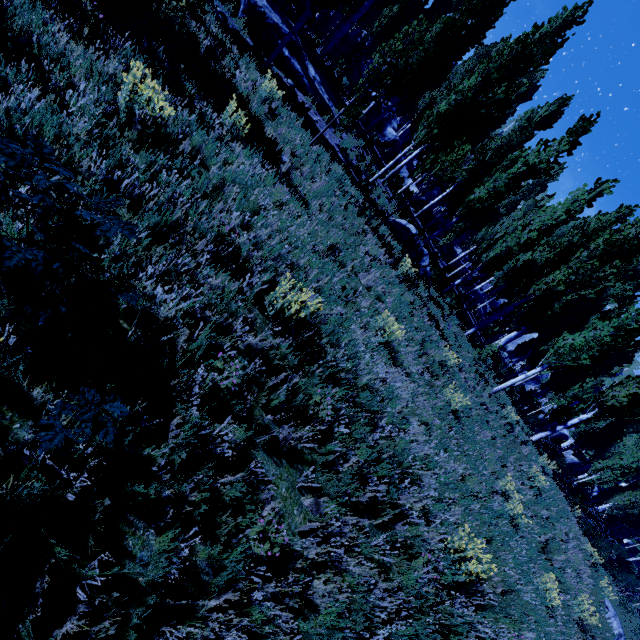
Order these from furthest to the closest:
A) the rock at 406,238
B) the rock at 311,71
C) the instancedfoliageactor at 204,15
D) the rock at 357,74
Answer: the rock at 357,74 → the rock at 406,238 → the rock at 311,71 → the instancedfoliageactor at 204,15

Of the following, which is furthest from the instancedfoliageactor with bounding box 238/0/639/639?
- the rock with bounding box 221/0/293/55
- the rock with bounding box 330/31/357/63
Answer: the rock with bounding box 221/0/293/55

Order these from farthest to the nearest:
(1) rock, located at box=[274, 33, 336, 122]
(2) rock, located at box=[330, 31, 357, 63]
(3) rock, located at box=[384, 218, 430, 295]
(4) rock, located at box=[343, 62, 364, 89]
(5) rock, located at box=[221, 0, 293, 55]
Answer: (4) rock, located at box=[343, 62, 364, 89], (2) rock, located at box=[330, 31, 357, 63], (3) rock, located at box=[384, 218, 430, 295], (1) rock, located at box=[274, 33, 336, 122], (5) rock, located at box=[221, 0, 293, 55]

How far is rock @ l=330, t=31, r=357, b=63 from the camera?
24.1m

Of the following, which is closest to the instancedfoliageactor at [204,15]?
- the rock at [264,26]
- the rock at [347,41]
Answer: the rock at [347,41]

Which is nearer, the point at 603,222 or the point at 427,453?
the point at 427,453

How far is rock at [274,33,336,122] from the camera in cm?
1302

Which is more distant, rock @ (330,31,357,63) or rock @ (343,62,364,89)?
rock @ (343,62,364,89)
